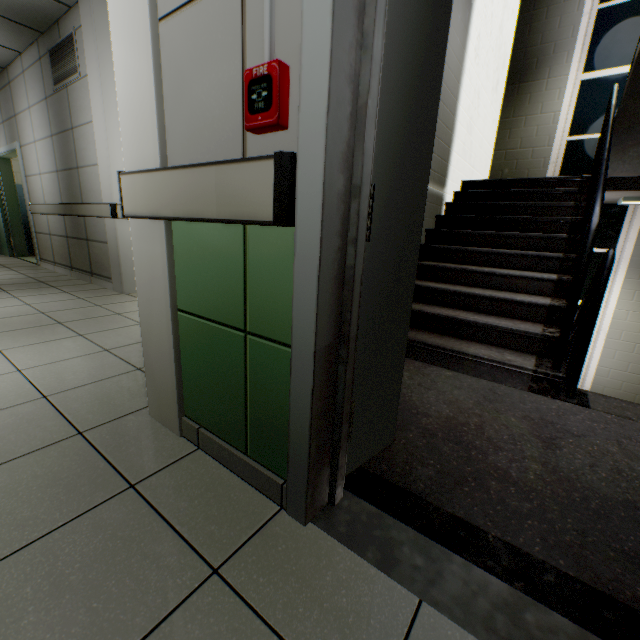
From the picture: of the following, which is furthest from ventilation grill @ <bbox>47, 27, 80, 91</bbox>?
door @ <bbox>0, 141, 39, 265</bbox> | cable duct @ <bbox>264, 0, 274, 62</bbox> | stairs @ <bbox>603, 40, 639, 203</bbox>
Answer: cable duct @ <bbox>264, 0, 274, 62</bbox>

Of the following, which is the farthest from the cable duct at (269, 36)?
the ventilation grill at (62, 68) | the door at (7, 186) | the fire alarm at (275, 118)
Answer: the door at (7, 186)

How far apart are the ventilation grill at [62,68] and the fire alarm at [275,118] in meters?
4.7

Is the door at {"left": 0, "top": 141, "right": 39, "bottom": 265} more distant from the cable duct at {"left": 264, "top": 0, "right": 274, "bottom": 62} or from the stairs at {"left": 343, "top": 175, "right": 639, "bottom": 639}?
the cable duct at {"left": 264, "top": 0, "right": 274, "bottom": 62}

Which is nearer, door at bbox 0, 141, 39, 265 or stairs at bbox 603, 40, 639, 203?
stairs at bbox 603, 40, 639, 203

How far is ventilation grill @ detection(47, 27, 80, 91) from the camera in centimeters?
388cm

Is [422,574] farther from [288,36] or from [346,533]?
[288,36]

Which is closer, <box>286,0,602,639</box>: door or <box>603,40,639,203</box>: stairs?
<box>286,0,602,639</box>: door
